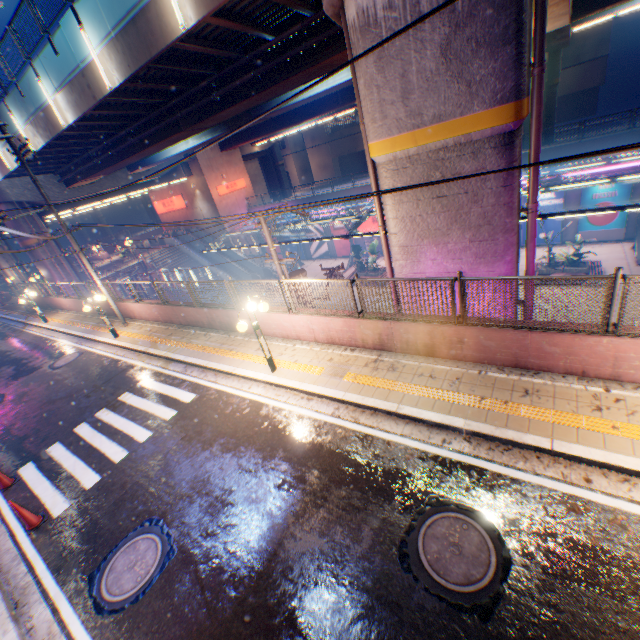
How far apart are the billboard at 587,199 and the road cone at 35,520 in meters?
31.8

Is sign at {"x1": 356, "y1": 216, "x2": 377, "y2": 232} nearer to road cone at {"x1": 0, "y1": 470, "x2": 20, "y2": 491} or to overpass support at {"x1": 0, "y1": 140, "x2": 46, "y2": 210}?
overpass support at {"x1": 0, "y1": 140, "x2": 46, "y2": 210}

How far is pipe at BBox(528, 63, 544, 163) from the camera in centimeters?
627cm

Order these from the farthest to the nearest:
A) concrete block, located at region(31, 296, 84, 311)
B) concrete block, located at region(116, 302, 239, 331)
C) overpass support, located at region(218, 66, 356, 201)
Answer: concrete block, located at region(31, 296, 84, 311) → overpass support, located at region(218, 66, 356, 201) → concrete block, located at region(116, 302, 239, 331)

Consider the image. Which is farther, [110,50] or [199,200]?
[199,200]

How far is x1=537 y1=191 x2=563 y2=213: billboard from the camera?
23.3 meters

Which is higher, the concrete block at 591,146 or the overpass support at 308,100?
the overpass support at 308,100

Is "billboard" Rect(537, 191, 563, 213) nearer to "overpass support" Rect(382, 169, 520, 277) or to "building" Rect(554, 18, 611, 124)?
"overpass support" Rect(382, 169, 520, 277)
